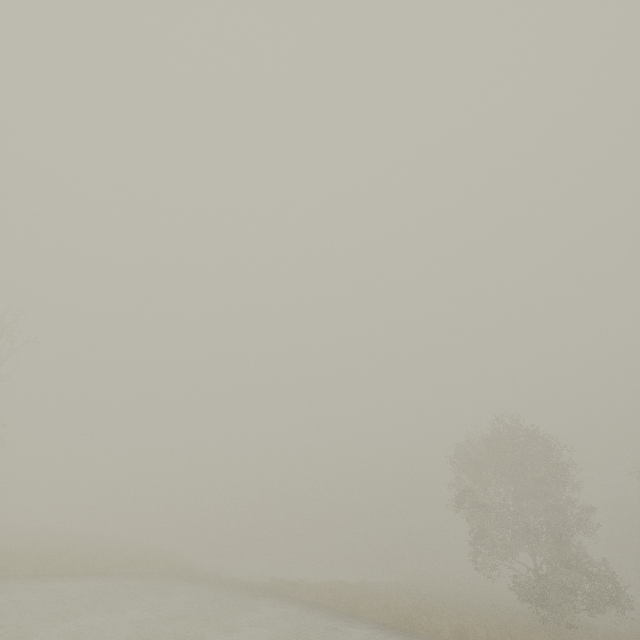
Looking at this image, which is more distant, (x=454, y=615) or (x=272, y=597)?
(x=272, y=597)
